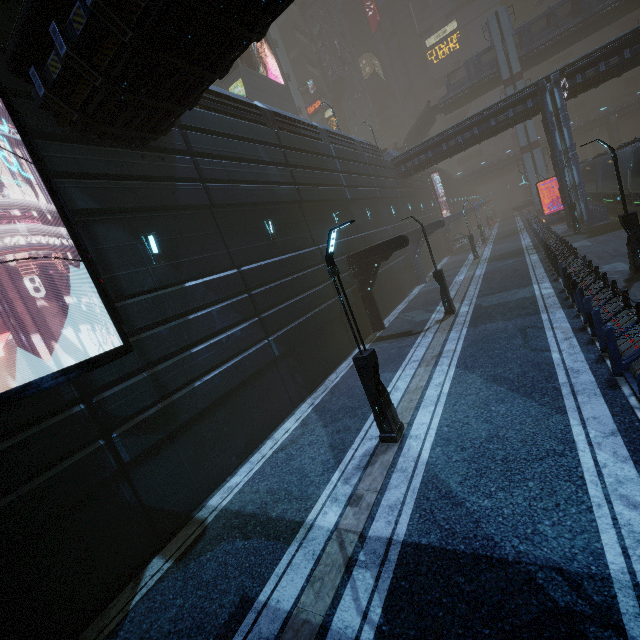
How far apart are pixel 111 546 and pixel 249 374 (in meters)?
5.50

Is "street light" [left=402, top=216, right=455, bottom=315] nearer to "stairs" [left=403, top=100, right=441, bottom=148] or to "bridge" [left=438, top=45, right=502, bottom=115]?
"stairs" [left=403, top=100, right=441, bottom=148]

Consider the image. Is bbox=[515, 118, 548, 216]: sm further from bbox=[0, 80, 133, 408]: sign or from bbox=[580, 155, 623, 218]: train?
bbox=[0, 80, 133, 408]: sign

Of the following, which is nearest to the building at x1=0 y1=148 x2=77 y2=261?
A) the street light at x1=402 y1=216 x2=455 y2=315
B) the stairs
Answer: the street light at x1=402 y1=216 x2=455 y2=315

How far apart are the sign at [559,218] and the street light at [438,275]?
24.97m

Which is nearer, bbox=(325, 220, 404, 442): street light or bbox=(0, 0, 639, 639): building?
bbox=(0, 0, 639, 639): building

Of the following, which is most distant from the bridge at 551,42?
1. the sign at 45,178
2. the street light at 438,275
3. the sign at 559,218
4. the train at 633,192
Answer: the sign at 45,178

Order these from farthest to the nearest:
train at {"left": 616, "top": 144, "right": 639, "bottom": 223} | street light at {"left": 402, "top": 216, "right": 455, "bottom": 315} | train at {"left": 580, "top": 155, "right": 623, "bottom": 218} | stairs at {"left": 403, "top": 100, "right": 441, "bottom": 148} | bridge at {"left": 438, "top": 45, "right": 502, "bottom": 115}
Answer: stairs at {"left": 403, "top": 100, "right": 441, "bottom": 148} → bridge at {"left": 438, "top": 45, "right": 502, "bottom": 115} → train at {"left": 580, "top": 155, "right": 623, "bottom": 218} → train at {"left": 616, "top": 144, "right": 639, "bottom": 223} → street light at {"left": 402, "top": 216, "right": 455, "bottom": 315}
